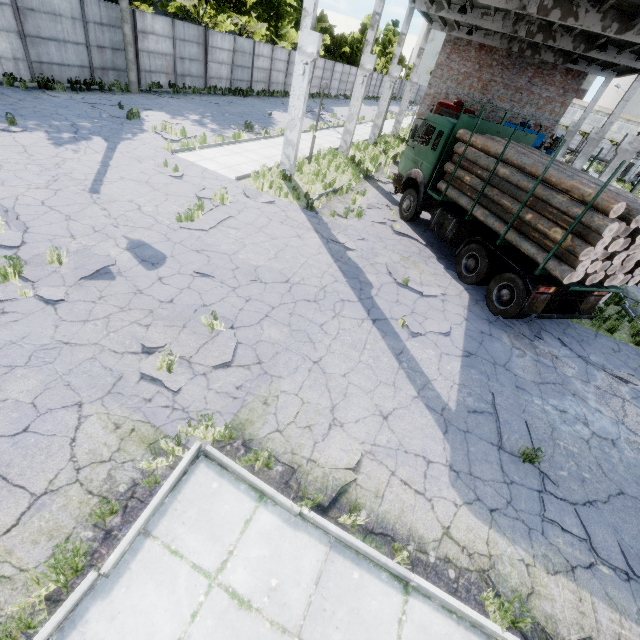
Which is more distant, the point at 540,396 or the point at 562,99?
the point at 562,99

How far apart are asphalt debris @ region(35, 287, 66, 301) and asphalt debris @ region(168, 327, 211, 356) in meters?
1.4

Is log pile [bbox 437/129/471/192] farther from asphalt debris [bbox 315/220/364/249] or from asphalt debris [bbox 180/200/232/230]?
asphalt debris [bbox 180/200/232/230]

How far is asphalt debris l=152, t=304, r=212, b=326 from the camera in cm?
606

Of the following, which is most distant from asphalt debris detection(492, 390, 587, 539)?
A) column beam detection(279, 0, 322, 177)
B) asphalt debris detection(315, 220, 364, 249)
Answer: column beam detection(279, 0, 322, 177)

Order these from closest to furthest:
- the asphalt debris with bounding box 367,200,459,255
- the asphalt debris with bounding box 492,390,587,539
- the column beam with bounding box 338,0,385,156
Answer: the asphalt debris with bounding box 492,390,587,539
the asphalt debris with bounding box 367,200,459,255
the column beam with bounding box 338,0,385,156

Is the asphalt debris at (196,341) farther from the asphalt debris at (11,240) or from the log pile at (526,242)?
the log pile at (526,242)

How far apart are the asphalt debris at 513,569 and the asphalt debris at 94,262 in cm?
808
